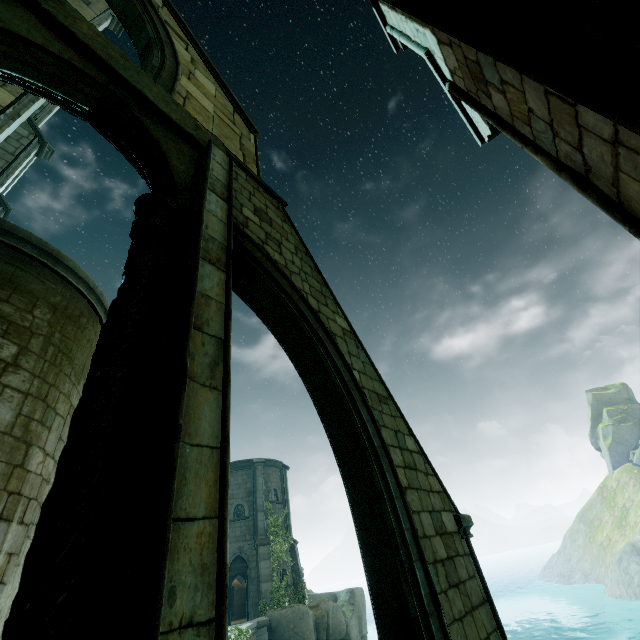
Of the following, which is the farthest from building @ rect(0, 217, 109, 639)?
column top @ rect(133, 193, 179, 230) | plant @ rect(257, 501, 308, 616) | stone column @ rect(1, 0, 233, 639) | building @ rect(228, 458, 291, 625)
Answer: plant @ rect(257, 501, 308, 616)

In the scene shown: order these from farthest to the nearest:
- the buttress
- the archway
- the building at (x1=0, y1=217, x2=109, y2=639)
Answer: the building at (x1=0, y1=217, x2=109, y2=639) < the buttress < the archway

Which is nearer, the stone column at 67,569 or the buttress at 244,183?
the stone column at 67,569

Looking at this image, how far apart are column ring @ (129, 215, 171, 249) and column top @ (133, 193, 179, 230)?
0.01m

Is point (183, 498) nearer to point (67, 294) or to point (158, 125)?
point (158, 125)

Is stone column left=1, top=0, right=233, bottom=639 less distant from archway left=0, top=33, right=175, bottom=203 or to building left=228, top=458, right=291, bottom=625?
archway left=0, top=33, right=175, bottom=203

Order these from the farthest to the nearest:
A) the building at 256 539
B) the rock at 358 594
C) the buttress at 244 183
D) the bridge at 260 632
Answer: the building at 256 539 → the rock at 358 594 → the bridge at 260 632 → the buttress at 244 183

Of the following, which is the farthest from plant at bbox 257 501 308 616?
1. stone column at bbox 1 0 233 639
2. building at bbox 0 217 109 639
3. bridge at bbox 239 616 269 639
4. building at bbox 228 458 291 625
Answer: stone column at bbox 1 0 233 639
